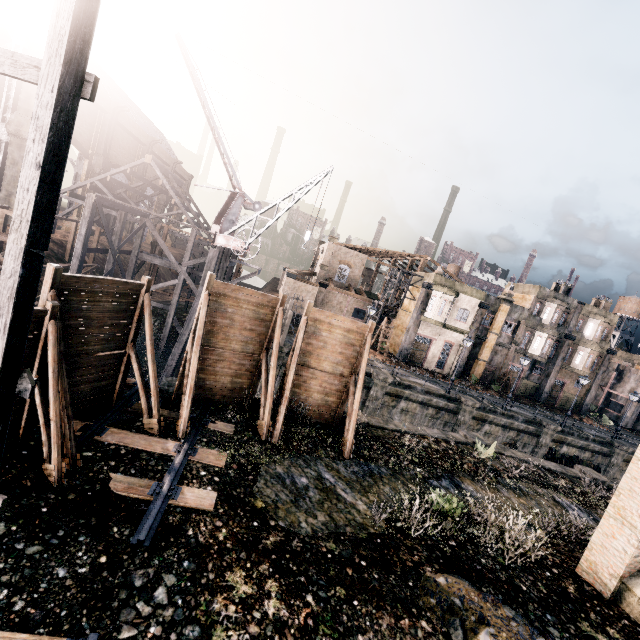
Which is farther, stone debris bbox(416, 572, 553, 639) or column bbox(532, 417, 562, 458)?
column bbox(532, 417, 562, 458)

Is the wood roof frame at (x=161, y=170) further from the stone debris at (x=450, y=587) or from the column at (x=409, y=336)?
the stone debris at (x=450, y=587)

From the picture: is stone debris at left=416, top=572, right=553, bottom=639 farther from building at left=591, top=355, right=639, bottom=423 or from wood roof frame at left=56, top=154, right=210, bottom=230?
building at left=591, top=355, right=639, bottom=423

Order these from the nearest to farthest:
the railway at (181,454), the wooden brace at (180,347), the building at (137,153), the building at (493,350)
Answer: the railway at (181,454) < the wooden brace at (180,347) < the building at (493,350) < the building at (137,153)

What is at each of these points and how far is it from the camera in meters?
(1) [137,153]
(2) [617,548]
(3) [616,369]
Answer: (1) building, 53.2 m
(2) building, 10.3 m
(3) building, 50.3 m

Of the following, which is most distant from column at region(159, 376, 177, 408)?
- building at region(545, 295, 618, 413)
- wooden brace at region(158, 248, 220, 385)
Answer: building at region(545, 295, 618, 413)

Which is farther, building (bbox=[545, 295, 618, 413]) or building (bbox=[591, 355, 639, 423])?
building (bbox=[591, 355, 639, 423])

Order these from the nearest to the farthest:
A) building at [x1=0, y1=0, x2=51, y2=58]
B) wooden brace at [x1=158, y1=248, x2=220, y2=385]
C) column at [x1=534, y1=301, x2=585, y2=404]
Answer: wooden brace at [x1=158, y1=248, x2=220, y2=385], building at [x1=0, y1=0, x2=51, y2=58], column at [x1=534, y1=301, x2=585, y2=404]
